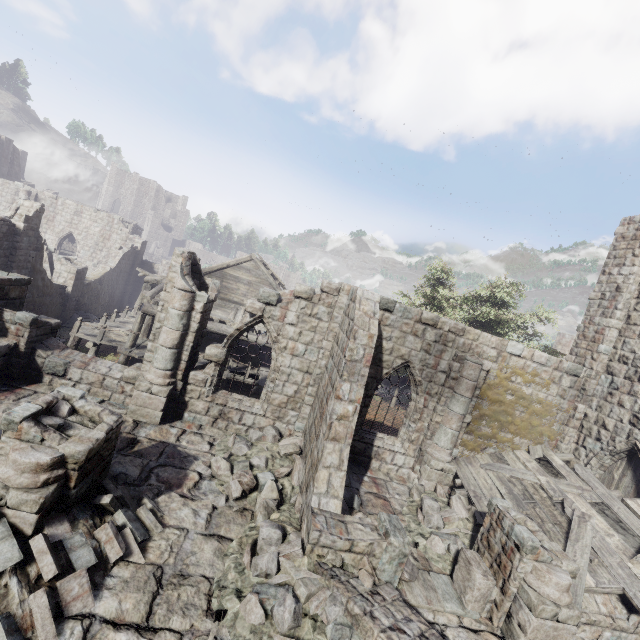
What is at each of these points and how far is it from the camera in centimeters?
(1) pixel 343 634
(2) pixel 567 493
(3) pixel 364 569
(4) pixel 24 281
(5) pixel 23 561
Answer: (1) rubble, 516cm
(2) wooden plank rubble, 1017cm
(3) rubble, 642cm
(4) stone arch, 1038cm
(5) rubble, 475cm

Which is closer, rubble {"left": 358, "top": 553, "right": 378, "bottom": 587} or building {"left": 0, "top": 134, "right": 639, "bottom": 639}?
building {"left": 0, "top": 134, "right": 639, "bottom": 639}

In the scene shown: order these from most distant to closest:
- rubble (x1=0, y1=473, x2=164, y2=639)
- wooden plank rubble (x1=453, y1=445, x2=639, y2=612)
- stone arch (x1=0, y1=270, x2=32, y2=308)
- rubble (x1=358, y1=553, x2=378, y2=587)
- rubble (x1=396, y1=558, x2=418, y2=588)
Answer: stone arch (x1=0, y1=270, x2=32, y2=308) → wooden plank rubble (x1=453, y1=445, x2=639, y2=612) → rubble (x1=396, y1=558, x2=418, y2=588) → rubble (x1=358, y1=553, x2=378, y2=587) → rubble (x1=0, y1=473, x2=164, y2=639)

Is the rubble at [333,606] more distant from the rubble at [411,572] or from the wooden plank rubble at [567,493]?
the wooden plank rubble at [567,493]

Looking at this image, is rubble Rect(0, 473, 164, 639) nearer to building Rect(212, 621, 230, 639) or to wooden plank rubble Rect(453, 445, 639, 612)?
building Rect(212, 621, 230, 639)

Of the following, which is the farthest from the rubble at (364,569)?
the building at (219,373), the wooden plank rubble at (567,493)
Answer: the wooden plank rubble at (567,493)

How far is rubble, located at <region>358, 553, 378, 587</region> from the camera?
A: 6.1m

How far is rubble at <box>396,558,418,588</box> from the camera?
6.9 meters
